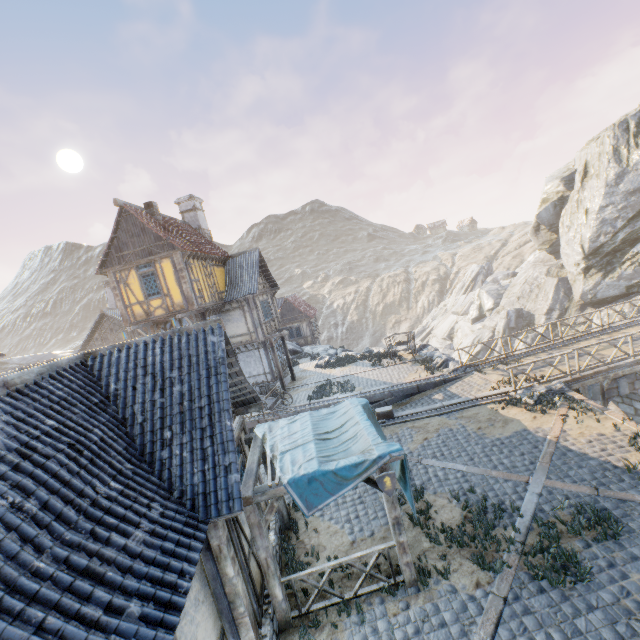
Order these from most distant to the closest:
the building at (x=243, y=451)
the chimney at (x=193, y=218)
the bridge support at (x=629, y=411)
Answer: the chimney at (x=193, y=218) < the bridge support at (x=629, y=411) < the building at (x=243, y=451)

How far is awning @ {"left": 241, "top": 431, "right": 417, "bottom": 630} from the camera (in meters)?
6.31

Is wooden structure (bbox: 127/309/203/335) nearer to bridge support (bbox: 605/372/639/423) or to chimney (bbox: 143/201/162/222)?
chimney (bbox: 143/201/162/222)

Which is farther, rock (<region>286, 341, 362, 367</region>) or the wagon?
rock (<region>286, 341, 362, 367</region>)

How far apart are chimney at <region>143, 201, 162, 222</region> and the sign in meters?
17.3 m

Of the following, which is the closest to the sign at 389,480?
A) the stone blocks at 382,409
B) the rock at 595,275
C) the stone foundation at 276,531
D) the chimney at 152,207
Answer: the stone blocks at 382,409

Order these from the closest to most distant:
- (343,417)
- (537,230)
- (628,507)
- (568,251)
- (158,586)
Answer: (158,586)
(628,507)
(343,417)
(568,251)
(537,230)

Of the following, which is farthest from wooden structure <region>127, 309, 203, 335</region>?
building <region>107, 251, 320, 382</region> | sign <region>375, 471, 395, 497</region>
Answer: sign <region>375, 471, 395, 497</region>
